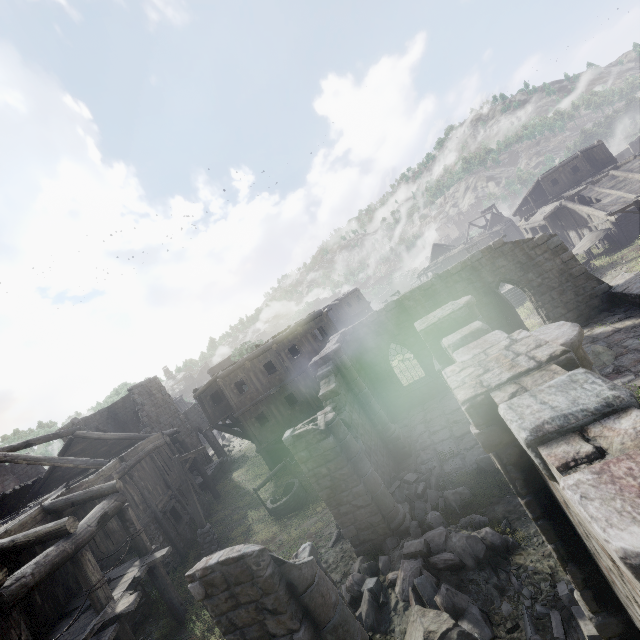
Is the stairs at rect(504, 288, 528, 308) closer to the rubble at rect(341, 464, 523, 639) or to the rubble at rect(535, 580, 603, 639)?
the rubble at rect(341, 464, 523, 639)

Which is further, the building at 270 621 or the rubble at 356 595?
the rubble at 356 595

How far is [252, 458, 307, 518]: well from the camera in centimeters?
1578cm

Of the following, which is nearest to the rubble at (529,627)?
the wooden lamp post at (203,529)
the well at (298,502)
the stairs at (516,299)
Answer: the well at (298,502)

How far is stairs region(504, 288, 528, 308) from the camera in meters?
29.6

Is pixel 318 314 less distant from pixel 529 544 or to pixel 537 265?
pixel 537 265

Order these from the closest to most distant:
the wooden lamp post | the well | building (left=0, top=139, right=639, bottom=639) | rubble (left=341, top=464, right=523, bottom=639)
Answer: building (left=0, top=139, right=639, bottom=639) → rubble (left=341, top=464, right=523, bottom=639) → the wooden lamp post → the well

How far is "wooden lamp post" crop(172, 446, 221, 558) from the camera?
14.8 meters
